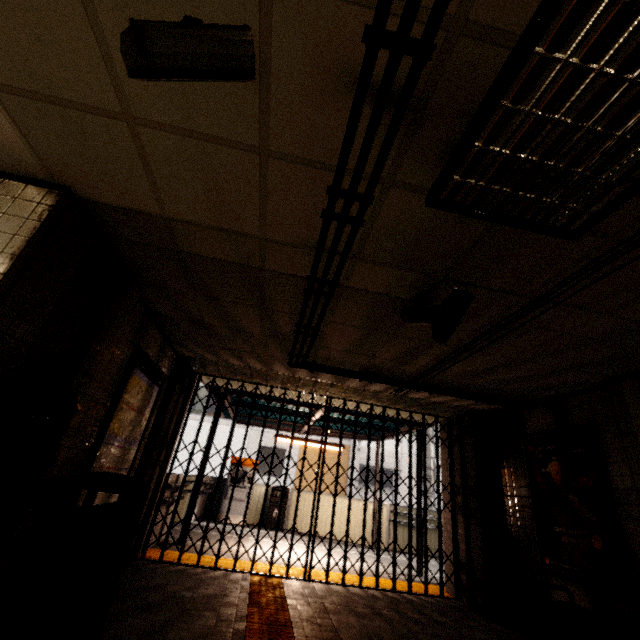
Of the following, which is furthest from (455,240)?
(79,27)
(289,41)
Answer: (79,27)

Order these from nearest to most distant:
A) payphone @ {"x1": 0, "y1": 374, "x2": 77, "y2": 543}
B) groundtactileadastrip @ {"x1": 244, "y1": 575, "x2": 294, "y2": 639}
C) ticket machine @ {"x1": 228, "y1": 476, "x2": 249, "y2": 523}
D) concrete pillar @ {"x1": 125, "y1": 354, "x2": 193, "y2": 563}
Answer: payphone @ {"x1": 0, "y1": 374, "x2": 77, "y2": 543}, groundtactileadastrip @ {"x1": 244, "y1": 575, "x2": 294, "y2": 639}, concrete pillar @ {"x1": 125, "y1": 354, "x2": 193, "y2": 563}, ticket machine @ {"x1": 228, "y1": 476, "x2": 249, "y2": 523}

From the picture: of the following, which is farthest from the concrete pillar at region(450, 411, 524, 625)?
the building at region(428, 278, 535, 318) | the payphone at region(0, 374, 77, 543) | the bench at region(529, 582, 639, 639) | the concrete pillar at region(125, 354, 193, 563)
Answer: the payphone at region(0, 374, 77, 543)

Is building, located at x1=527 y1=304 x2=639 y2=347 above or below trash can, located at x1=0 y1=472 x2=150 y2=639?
above

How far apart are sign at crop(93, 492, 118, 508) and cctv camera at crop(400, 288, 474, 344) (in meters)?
3.37

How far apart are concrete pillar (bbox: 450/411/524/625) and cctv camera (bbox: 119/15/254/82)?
6.2 meters

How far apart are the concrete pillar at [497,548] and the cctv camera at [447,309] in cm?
379

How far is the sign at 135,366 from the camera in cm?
342
